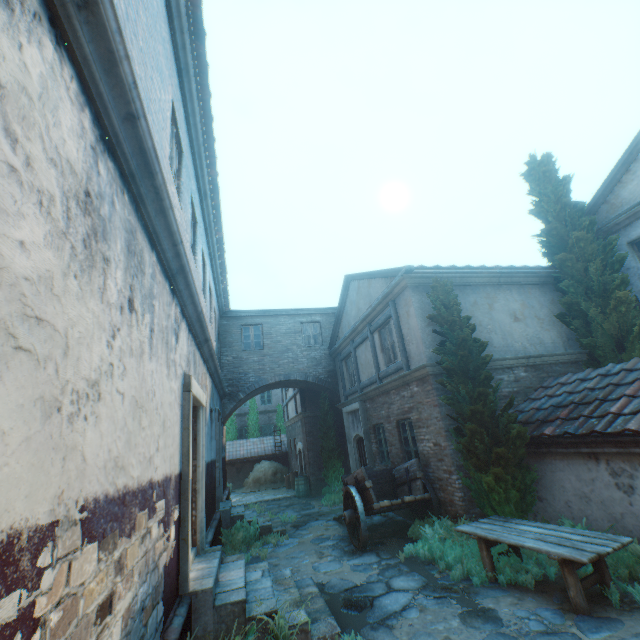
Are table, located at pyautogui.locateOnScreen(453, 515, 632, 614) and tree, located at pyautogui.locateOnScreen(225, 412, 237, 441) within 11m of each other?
no

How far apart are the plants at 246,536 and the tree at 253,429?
16.9 meters

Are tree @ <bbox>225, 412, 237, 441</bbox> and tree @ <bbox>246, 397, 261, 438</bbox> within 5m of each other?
yes

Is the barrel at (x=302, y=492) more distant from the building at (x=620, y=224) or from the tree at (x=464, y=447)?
the building at (x=620, y=224)

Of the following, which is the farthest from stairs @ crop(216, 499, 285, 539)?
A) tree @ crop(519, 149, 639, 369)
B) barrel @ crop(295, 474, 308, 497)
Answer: tree @ crop(519, 149, 639, 369)

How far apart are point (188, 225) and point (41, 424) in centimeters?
541cm

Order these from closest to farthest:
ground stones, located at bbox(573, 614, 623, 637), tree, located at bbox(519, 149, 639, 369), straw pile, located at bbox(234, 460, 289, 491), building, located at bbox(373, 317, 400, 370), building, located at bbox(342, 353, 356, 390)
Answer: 1. ground stones, located at bbox(573, 614, 623, 637)
2. tree, located at bbox(519, 149, 639, 369)
3. building, located at bbox(373, 317, 400, 370)
4. building, located at bbox(342, 353, 356, 390)
5. straw pile, located at bbox(234, 460, 289, 491)

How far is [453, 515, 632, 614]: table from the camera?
4.2 meters
